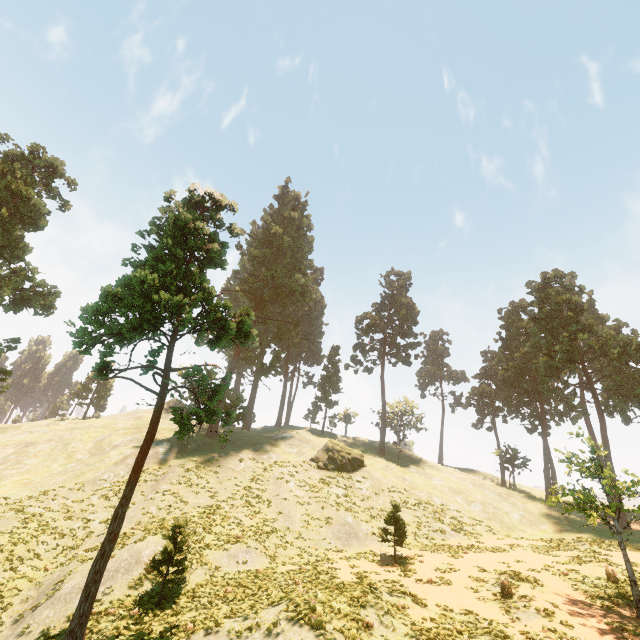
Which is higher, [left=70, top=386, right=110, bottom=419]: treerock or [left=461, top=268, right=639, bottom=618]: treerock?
[left=461, top=268, right=639, bottom=618]: treerock

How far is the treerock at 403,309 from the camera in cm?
5734

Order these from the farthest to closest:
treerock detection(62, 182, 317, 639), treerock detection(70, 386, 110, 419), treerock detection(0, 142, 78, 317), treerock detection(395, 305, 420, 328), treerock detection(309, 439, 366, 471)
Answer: treerock detection(70, 386, 110, 419)
treerock detection(395, 305, 420, 328)
treerock detection(309, 439, 366, 471)
treerock detection(0, 142, 78, 317)
treerock detection(62, 182, 317, 639)

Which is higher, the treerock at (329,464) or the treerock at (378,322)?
the treerock at (378,322)

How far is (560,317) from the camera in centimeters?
4297cm

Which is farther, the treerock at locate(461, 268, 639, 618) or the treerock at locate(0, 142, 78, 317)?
the treerock at locate(0, 142, 78, 317)
